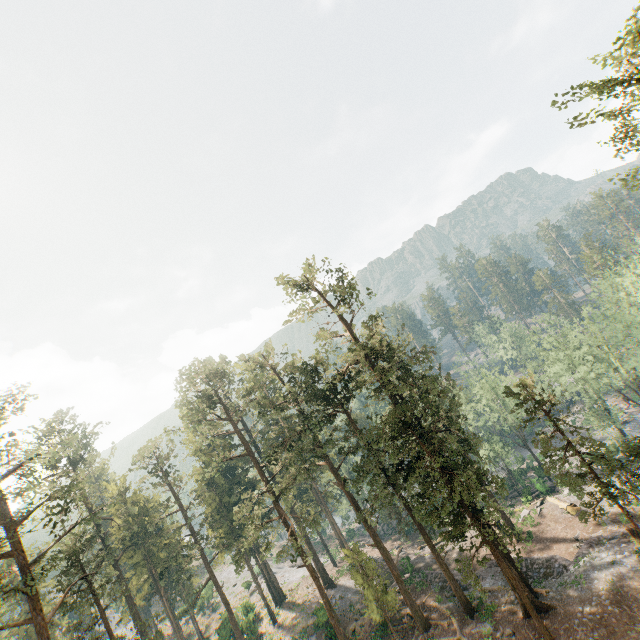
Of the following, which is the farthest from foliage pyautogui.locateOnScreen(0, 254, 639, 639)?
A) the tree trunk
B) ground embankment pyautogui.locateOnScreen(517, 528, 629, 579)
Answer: the tree trunk

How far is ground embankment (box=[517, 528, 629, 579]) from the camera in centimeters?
2855cm

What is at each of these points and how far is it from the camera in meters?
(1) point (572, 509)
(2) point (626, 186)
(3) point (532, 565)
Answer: (1) tree trunk, 36.3 m
(2) foliage, 19.3 m
(3) ground embankment, 30.8 m

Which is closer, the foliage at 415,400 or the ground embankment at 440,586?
the foliage at 415,400

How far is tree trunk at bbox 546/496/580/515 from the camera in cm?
3590

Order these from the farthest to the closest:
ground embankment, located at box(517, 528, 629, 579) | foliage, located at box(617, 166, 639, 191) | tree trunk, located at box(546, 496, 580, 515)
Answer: tree trunk, located at box(546, 496, 580, 515), ground embankment, located at box(517, 528, 629, 579), foliage, located at box(617, 166, 639, 191)

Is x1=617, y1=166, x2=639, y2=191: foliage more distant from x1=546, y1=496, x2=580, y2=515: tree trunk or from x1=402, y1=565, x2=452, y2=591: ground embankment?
x1=546, y1=496, x2=580, y2=515: tree trunk

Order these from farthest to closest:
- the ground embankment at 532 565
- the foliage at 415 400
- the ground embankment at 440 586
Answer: the ground embankment at 440 586 < the ground embankment at 532 565 < the foliage at 415 400
